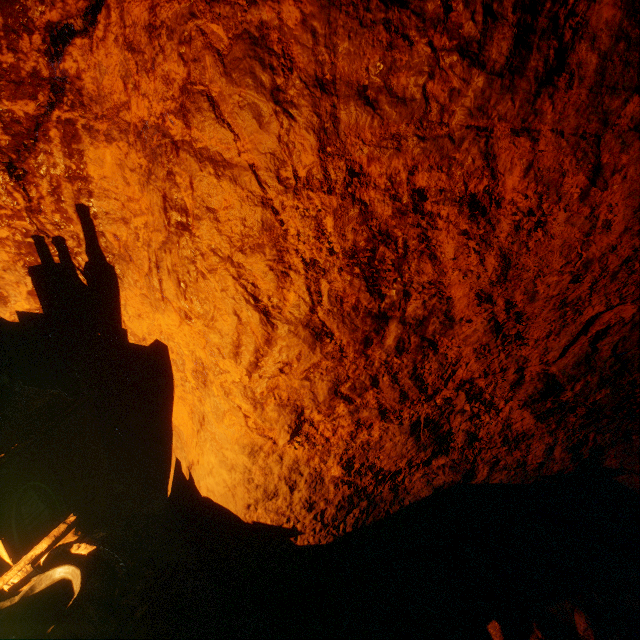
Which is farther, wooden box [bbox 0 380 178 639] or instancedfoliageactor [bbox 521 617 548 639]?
instancedfoliageactor [bbox 521 617 548 639]

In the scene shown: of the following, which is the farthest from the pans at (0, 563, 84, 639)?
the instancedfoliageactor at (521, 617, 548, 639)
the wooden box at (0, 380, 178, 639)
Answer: the instancedfoliageactor at (521, 617, 548, 639)

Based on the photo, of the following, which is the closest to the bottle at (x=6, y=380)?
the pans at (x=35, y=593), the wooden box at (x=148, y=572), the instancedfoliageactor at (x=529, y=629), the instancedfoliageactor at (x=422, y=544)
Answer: the wooden box at (x=148, y=572)

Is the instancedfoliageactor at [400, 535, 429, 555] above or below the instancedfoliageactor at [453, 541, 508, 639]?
above

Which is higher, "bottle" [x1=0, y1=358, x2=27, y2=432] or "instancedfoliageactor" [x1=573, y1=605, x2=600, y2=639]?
"bottle" [x1=0, y1=358, x2=27, y2=432]

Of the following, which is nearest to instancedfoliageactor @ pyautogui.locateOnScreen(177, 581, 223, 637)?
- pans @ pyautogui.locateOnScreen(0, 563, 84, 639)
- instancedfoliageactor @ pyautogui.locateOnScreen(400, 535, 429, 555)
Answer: pans @ pyautogui.locateOnScreen(0, 563, 84, 639)

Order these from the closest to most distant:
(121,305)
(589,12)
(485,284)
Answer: (589,12) < (485,284) < (121,305)

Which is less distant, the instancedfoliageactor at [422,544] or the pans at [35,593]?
the pans at [35,593]
